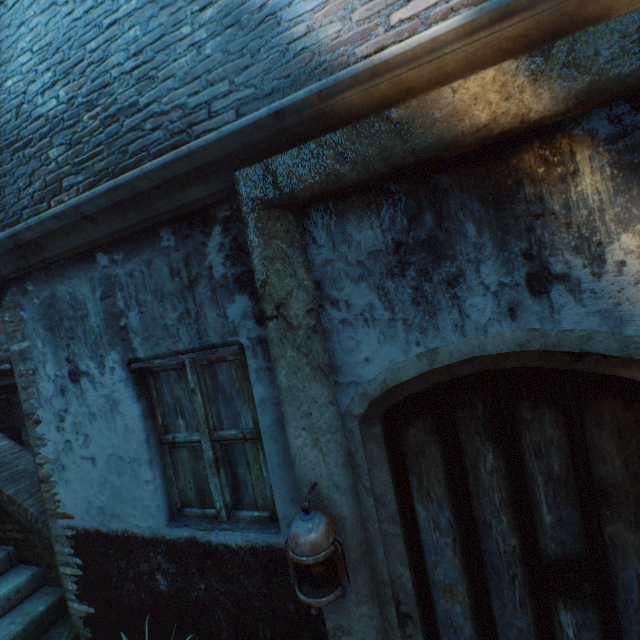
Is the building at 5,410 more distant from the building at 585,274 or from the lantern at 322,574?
the lantern at 322,574

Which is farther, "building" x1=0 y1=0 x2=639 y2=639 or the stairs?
the stairs

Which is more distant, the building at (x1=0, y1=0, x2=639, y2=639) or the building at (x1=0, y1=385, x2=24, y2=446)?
the building at (x1=0, y1=385, x2=24, y2=446)

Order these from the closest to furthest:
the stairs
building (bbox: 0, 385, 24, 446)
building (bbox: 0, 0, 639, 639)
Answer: building (bbox: 0, 0, 639, 639) → the stairs → building (bbox: 0, 385, 24, 446)

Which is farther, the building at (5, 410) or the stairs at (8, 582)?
the building at (5, 410)

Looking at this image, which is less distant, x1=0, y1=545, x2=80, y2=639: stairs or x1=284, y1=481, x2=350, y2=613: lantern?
x1=284, y1=481, x2=350, y2=613: lantern

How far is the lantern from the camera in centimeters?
151cm

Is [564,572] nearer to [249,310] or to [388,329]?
[388,329]
